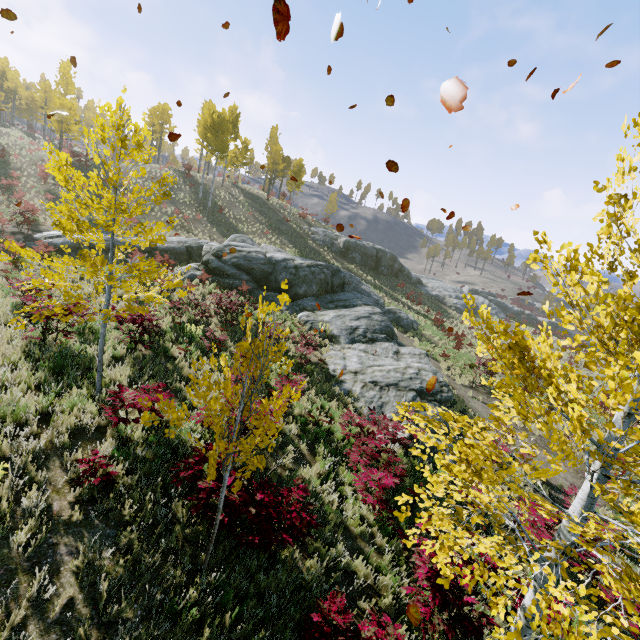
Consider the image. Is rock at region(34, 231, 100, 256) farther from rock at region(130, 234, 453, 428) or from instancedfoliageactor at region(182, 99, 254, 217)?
instancedfoliageactor at region(182, 99, 254, 217)

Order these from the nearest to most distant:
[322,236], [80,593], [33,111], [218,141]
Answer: [80,593] < [218,141] < [322,236] < [33,111]

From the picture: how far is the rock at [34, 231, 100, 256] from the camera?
19.1m

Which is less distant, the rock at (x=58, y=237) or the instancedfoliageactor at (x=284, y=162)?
the rock at (x=58, y=237)

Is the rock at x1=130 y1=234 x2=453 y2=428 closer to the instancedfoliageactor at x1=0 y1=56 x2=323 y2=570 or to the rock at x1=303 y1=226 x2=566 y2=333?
the instancedfoliageactor at x1=0 y1=56 x2=323 y2=570

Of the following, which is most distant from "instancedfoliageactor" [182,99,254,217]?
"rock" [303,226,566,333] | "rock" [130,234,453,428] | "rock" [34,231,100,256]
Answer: "rock" [303,226,566,333]

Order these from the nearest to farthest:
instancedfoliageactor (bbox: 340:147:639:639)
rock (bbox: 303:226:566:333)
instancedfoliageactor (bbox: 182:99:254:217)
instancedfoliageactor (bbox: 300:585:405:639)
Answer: Result: instancedfoliageactor (bbox: 340:147:639:639) < instancedfoliageactor (bbox: 300:585:405:639) < instancedfoliageactor (bbox: 182:99:254:217) < rock (bbox: 303:226:566:333)

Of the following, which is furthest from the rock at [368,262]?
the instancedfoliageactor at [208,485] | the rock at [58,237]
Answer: the instancedfoliageactor at [208,485]
